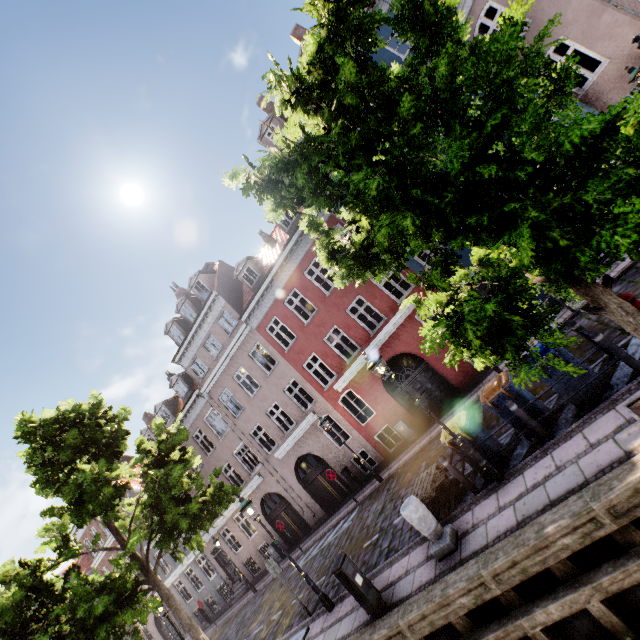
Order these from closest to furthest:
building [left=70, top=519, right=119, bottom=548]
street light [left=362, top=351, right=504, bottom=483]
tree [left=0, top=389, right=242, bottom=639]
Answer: street light [left=362, top=351, right=504, bottom=483], tree [left=0, top=389, right=242, bottom=639], building [left=70, top=519, right=119, bottom=548]

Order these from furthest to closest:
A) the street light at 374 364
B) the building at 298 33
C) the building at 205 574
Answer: the building at 205 574, the building at 298 33, the street light at 374 364

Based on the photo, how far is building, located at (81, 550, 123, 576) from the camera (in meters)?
28.30

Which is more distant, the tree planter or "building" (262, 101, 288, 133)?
"building" (262, 101, 288, 133)

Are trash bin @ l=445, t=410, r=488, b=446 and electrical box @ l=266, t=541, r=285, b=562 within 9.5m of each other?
no

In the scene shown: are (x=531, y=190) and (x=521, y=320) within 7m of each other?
yes

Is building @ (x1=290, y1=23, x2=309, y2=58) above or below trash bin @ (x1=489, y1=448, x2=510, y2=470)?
above

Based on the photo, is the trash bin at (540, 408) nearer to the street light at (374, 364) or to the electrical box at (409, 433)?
the street light at (374, 364)
